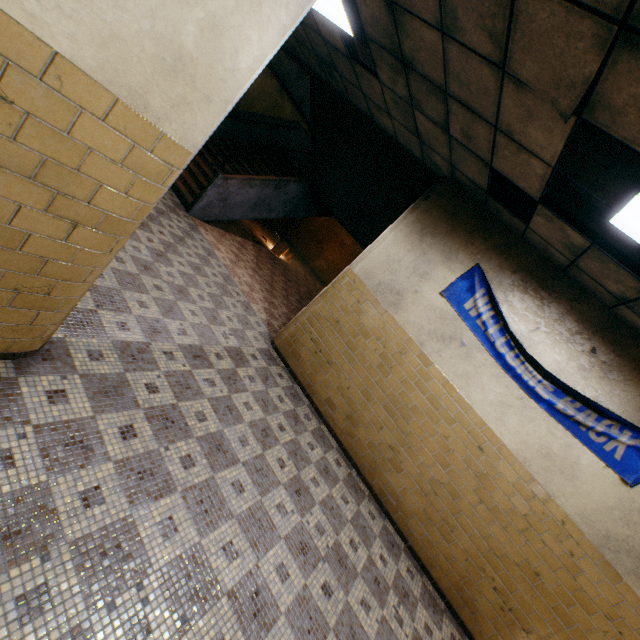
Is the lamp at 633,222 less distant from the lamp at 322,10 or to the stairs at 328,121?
the stairs at 328,121

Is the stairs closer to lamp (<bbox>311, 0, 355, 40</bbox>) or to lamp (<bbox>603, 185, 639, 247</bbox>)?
lamp (<bbox>311, 0, 355, 40</bbox>)

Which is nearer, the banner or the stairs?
the banner

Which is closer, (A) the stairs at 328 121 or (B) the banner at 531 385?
(B) the banner at 531 385

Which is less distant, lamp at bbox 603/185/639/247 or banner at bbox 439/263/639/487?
lamp at bbox 603/185/639/247

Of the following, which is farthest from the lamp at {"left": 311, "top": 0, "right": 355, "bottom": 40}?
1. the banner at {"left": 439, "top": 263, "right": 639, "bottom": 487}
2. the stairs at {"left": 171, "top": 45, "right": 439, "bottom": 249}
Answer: the banner at {"left": 439, "top": 263, "right": 639, "bottom": 487}

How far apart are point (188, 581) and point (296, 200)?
8.73m

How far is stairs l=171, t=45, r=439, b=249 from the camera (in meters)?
6.10
